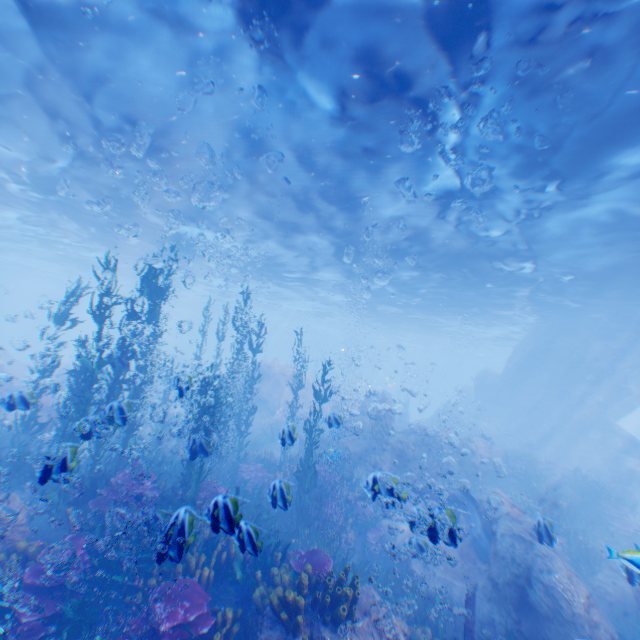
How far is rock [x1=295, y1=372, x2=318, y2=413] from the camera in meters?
25.5

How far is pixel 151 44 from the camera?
7.8 meters

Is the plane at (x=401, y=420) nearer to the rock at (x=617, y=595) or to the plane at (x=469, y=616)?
the rock at (x=617, y=595)

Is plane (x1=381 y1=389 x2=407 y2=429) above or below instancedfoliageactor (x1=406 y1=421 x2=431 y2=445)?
below

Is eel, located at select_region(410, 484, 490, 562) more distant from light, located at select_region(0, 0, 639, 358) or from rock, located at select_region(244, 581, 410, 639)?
light, located at select_region(0, 0, 639, 358)

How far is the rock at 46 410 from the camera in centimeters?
1456cm

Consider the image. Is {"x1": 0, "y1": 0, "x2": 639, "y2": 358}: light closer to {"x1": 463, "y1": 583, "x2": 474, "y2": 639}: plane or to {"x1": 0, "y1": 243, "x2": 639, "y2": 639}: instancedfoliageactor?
{"x1": 0, "y1": 243, "x2": 639, "y2": 639}: instancedfoliageactor
